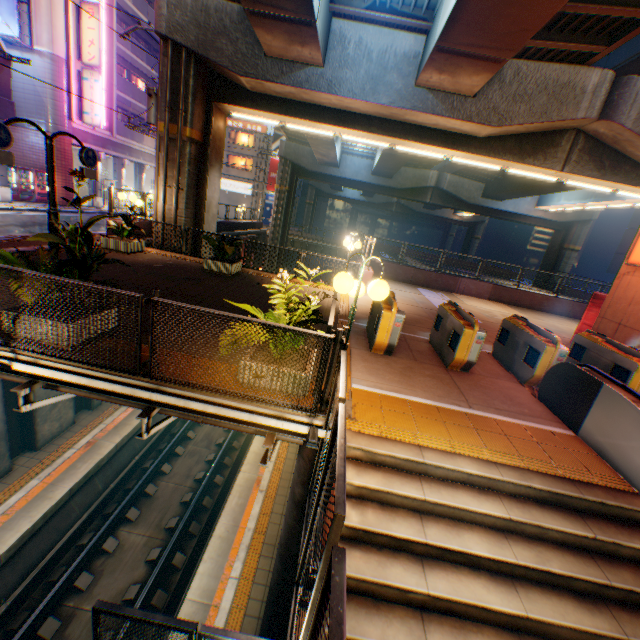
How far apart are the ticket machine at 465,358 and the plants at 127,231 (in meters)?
10.25

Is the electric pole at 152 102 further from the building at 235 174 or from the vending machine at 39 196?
the building at 235 174

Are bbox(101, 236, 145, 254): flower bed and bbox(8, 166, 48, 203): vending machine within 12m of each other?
no

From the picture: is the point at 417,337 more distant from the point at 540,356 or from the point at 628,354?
the point at 628,354

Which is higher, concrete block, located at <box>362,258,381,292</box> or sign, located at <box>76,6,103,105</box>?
sign, located at <box>76,6,103,105</box>

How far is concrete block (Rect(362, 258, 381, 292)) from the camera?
13.3 meters

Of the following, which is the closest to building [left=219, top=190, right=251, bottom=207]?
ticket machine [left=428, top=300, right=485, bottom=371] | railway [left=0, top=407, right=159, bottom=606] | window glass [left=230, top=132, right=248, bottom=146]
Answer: window glass [left=230, top=132, right=248, bottom=146]

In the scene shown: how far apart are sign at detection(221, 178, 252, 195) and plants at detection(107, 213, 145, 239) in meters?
35.4
